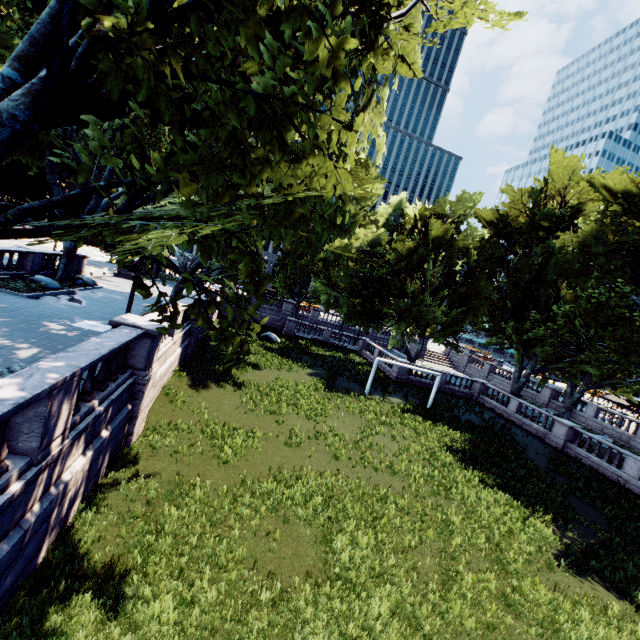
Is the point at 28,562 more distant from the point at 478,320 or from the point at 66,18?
the point at 478,320

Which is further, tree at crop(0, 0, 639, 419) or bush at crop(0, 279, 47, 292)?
bush at crop(0, 279, 47, 292)

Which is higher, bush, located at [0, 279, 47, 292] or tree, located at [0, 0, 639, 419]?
tree, located at [0, 0, 639, 419]

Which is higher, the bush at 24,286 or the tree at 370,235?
the tree at 370,235

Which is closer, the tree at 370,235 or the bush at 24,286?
the tree at 370,235
